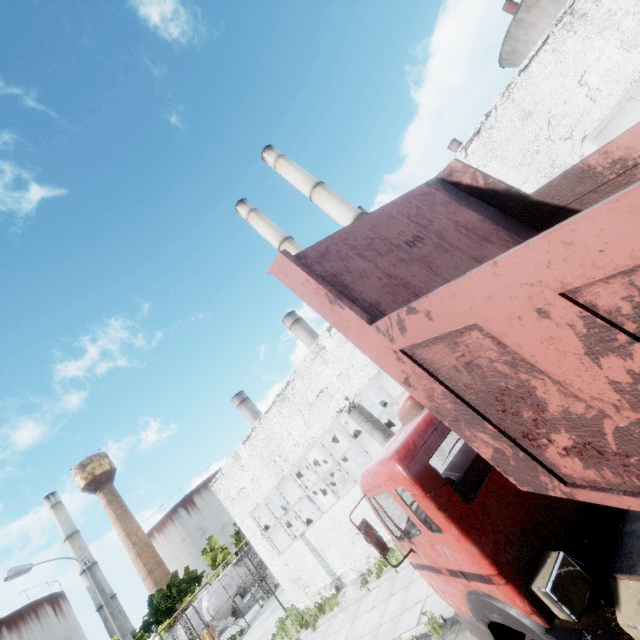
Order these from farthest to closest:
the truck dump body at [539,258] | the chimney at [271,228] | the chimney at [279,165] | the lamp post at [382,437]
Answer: the chimney at [271,228] < the chimney at [279,165] < the lamp post at [382,437] < the truck dump body at [539,258]

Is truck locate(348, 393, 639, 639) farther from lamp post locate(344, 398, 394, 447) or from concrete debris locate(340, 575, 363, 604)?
concrete debris locate(340, 575, 363, 604)

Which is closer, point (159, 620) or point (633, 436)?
point (633, 436)

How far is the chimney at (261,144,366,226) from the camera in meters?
32.9

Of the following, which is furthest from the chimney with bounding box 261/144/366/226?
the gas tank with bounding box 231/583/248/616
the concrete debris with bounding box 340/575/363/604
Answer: the gas tank with bounding box 231/583/248/616

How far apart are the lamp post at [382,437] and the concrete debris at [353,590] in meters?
7.9

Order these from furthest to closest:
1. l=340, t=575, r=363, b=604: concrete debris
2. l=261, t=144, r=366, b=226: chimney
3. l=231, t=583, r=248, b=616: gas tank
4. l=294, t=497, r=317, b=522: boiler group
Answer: l=261, t=144, r=366, b=226: chimney
l=231, t=583, r=248, b=616: gas tank
l=294, t=497, r=317, b=522: boiler group
l=340, t=575, r=363, b=604: concrete debris

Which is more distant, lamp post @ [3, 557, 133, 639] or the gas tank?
the gas tank
